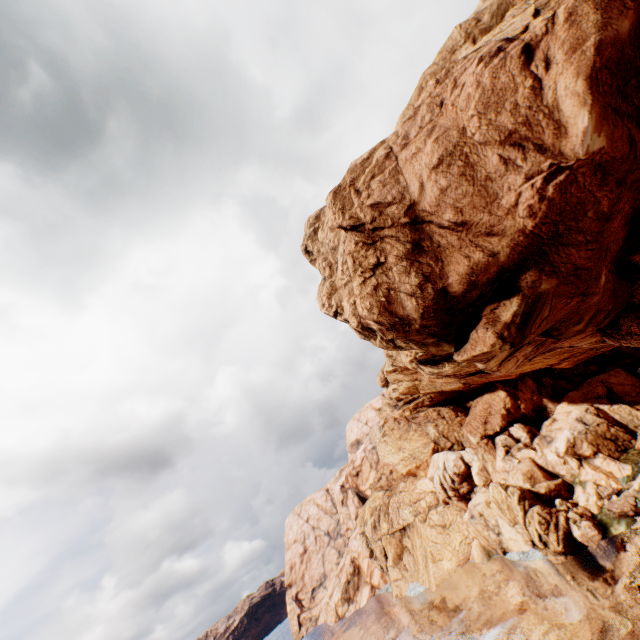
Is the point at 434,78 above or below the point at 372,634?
above
